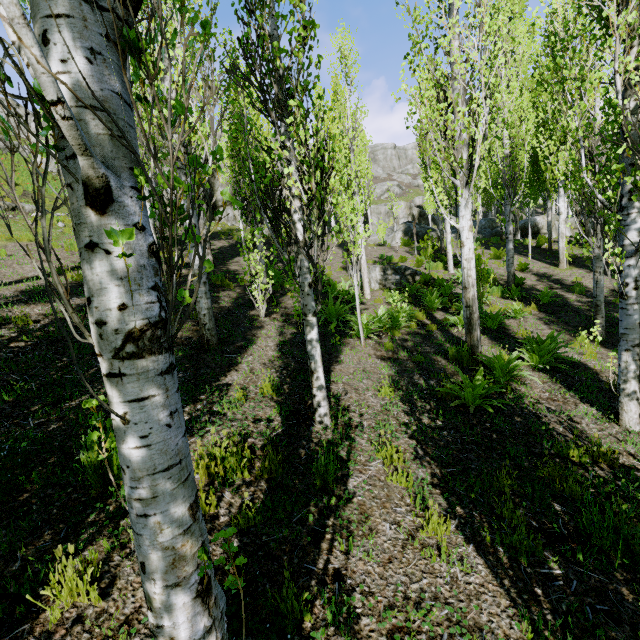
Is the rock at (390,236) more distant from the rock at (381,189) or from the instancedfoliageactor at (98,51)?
the rock at (381,189)

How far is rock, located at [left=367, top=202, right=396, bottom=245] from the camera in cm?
2668

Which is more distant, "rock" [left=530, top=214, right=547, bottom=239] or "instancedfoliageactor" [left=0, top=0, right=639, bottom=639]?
"rock" [left=530, top=214, right=547, bottom=239]

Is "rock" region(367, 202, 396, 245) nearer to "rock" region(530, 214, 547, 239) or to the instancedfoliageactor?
the instancedfoliageactor

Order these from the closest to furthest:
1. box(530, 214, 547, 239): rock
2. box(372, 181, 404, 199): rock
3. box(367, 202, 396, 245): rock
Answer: box(530, 214, 547, 239): rock, box(367, 202, 396, 245): rock, box(372, 181, 404, 199): rock

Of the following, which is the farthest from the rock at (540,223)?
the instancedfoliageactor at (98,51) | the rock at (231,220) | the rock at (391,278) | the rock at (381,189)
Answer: the rock at (381,189)

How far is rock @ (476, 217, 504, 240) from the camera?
23.82m

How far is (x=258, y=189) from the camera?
4.2m
